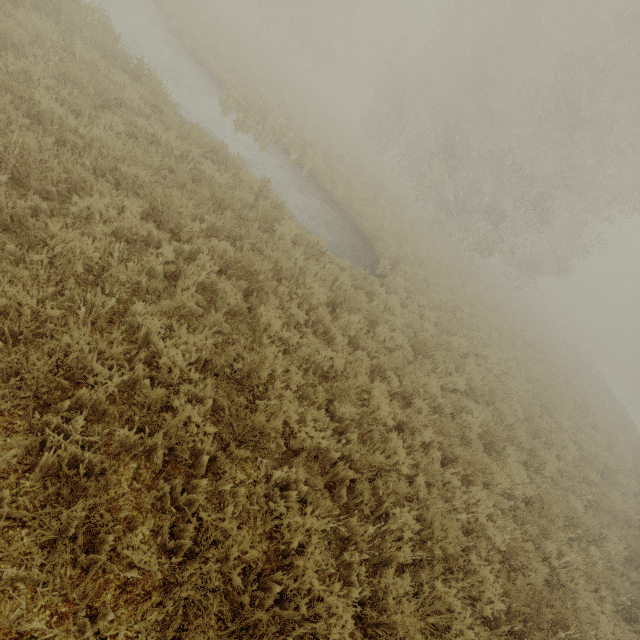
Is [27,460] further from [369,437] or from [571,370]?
[571,370]
